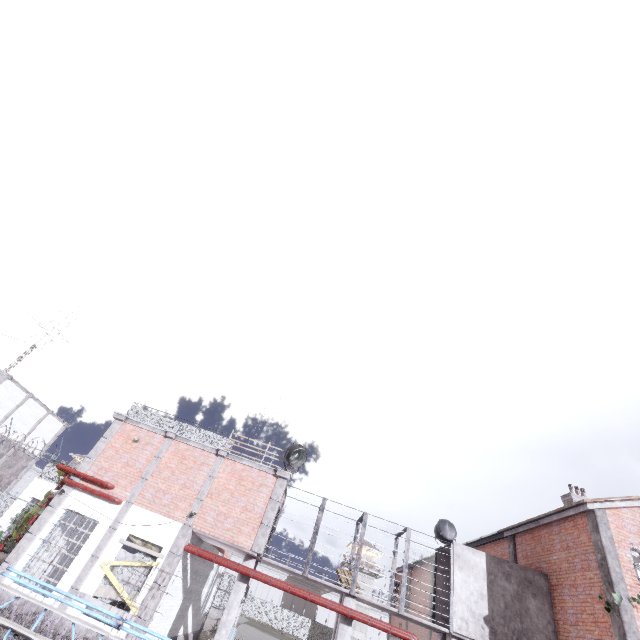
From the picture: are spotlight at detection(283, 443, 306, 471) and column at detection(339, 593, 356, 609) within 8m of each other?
yes

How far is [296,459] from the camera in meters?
15.9 m

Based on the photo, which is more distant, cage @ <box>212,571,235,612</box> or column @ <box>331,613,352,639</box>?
cage @ <box>212,571,235,612</box>

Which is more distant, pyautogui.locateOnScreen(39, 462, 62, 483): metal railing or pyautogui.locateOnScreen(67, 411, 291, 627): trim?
pyautogui.locateOnScreen(39, 462, 62, 483): metal railing

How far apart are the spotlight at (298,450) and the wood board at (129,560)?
5.9 meters

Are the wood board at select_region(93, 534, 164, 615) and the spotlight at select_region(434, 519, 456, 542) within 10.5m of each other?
no

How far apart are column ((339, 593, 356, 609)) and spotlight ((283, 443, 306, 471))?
5.0 meters

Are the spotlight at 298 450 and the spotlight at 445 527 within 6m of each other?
no
